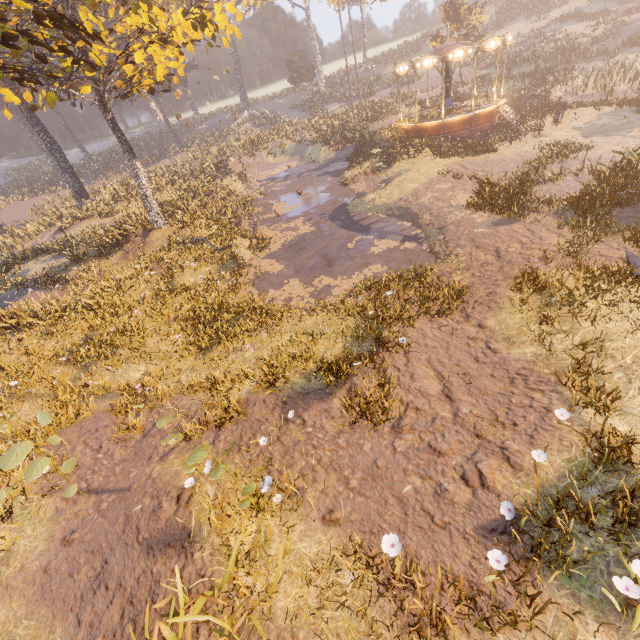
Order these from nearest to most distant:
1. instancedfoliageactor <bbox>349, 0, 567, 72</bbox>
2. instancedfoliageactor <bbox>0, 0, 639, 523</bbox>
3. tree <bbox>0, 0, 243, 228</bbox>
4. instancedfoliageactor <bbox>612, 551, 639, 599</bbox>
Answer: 1. instancedfoliageactor <bbox>612, 551, 639, 599</bbox>
2. instancedfoliageactor <bbox>0, 0, 639, 523</bbox>
3. tree <bbox>0, 0, 243, 228</bbox>
4. instancedfoliageactor <bbox>349, 0, 567, 72</bbox>

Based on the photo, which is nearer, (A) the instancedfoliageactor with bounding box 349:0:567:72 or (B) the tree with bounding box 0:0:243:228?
(B) the tree with bounding box 0:0:243:228

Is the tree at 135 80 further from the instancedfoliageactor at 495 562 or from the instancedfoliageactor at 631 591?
the instancedfoliageactor at 631 591

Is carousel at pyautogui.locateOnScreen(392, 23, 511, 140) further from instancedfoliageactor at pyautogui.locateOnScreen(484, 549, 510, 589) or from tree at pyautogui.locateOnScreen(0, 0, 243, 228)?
instancedfoliageactor at pyautogui.locateOnScreen(484, 549, 510, 589)

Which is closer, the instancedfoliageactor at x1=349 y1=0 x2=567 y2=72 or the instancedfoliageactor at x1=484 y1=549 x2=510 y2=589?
the instancedfoliageactor at x1=484 y1=549 x2=510 y2=589

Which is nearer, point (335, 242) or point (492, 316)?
point (492, 316)

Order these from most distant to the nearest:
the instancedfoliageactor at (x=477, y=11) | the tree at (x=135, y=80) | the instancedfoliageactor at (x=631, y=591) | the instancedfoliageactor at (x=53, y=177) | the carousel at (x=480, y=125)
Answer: the instancedfoliageactor at (x=477, y=11) → the carousel at (x=480, y=125) → the tree at (x=135, y=80) → the instancedfoliageactor at (x=53, y=177) → the instancedfoliageactor at (x=631, y=591)

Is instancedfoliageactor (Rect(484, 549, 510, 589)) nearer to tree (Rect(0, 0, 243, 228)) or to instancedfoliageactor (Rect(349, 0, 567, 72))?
tree (Rect(0, 0, 243, 228))
